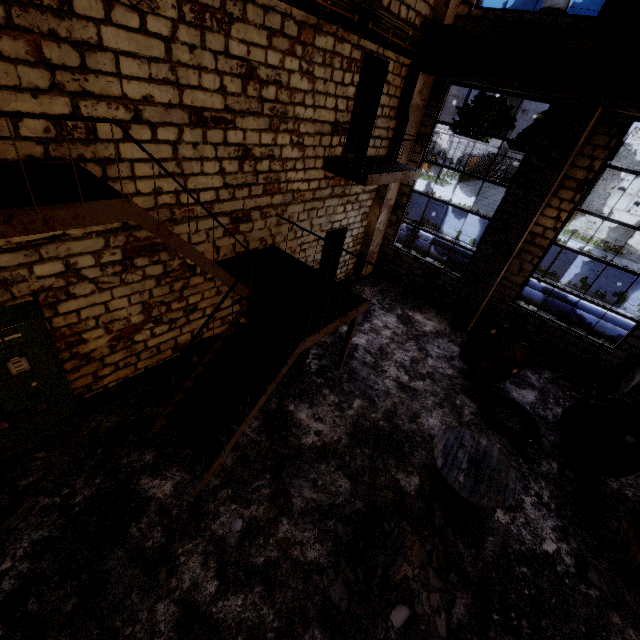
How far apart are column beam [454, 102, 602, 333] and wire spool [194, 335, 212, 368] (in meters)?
6.90

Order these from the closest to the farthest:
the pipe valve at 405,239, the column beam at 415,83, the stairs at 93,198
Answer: the stairs at 93,198
the column beam at 415,83
the pipe valve at 405,239

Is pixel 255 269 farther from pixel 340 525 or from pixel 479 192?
pixel 479 192

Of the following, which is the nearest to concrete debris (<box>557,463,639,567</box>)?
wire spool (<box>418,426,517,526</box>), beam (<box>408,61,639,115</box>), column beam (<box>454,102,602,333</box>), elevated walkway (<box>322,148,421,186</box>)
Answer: wire spool (<box>418,426,517,526</box>)

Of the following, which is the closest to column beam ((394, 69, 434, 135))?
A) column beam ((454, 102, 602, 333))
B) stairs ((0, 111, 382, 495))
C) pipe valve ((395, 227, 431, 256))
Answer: pipe valve ((395, 227, 431, 256))

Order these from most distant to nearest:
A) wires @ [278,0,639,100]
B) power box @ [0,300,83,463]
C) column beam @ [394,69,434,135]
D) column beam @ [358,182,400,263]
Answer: column beam @ [358,182,400,263]
column beam @ [394,69,434,135]
wires @ [278,0,639,100]
power box @ [0,300,83,463]

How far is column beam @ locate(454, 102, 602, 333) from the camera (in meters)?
7.07

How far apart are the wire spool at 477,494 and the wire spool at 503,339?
2.30m
